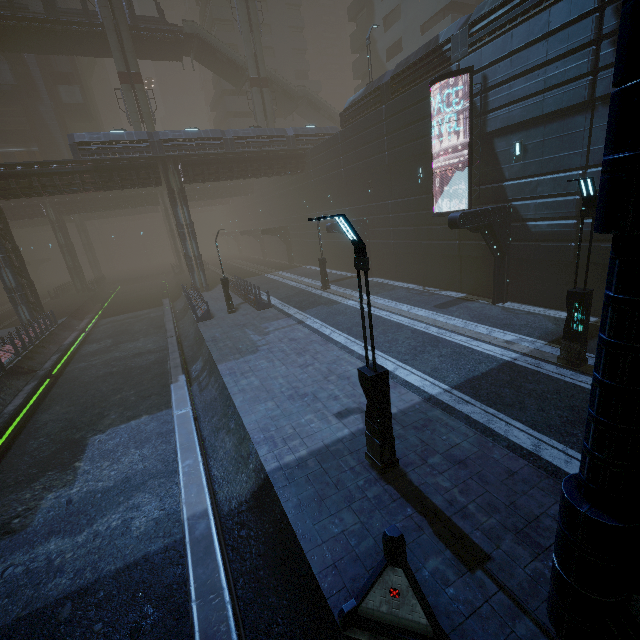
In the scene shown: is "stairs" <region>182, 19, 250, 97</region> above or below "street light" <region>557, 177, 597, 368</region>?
above

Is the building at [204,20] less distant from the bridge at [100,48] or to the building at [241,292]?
the building at [241,292]

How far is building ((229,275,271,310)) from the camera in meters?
22.1 m

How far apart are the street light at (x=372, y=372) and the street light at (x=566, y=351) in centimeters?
671cm

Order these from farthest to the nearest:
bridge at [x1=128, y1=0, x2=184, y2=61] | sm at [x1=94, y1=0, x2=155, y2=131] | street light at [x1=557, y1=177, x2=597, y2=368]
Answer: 1. bridge at [x1=128, y1=0, x2=184, y2=61]
2. sm at [x1=94, y1=0, x2=155, y2=131]
3. street light at [x1=557, y1=177, x2=597, y2=368]

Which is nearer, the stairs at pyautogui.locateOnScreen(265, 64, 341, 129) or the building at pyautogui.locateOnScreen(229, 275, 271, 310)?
the building at pyautogui.locateOnScreen(229, 275, 271, 310)

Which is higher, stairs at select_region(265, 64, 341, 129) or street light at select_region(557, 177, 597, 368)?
stairs at select_region(265, 64, 341, 129)

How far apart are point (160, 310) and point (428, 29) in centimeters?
3951cm
